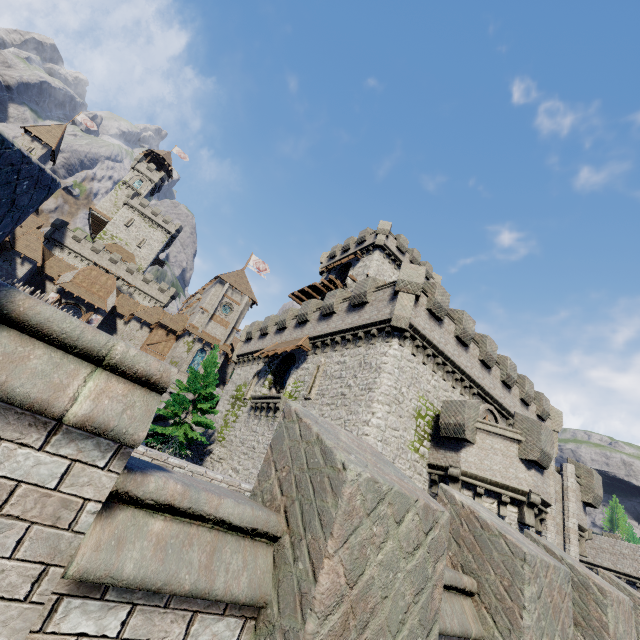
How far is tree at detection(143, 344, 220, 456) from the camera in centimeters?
2173cm

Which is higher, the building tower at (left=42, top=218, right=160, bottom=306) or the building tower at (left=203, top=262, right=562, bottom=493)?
the building tower at (left=42, top=218, right=160, bottom=306)

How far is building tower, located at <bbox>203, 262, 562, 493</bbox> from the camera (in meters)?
15.69

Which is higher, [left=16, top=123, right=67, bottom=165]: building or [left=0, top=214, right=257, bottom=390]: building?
[left=16, top=123, right=67, bottom=165]: building

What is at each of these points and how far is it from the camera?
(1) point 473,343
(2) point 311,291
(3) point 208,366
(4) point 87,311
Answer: (1) building tower, 20.7 meters
(2) walkway, 38.2 meters
(3) tree, 24.8 meters
(4) double door, 40.8 meters

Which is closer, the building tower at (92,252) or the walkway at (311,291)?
the walkway at (311,291)

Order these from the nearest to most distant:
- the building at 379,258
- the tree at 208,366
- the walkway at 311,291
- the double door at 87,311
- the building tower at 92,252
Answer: the tree at 208,366
the building at 379,258
the walkway at 311,291
the double door at 87,311
the building tower at 92,252

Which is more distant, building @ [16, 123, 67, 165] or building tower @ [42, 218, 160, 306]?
building tower @ [42, 218, 160, 306]
